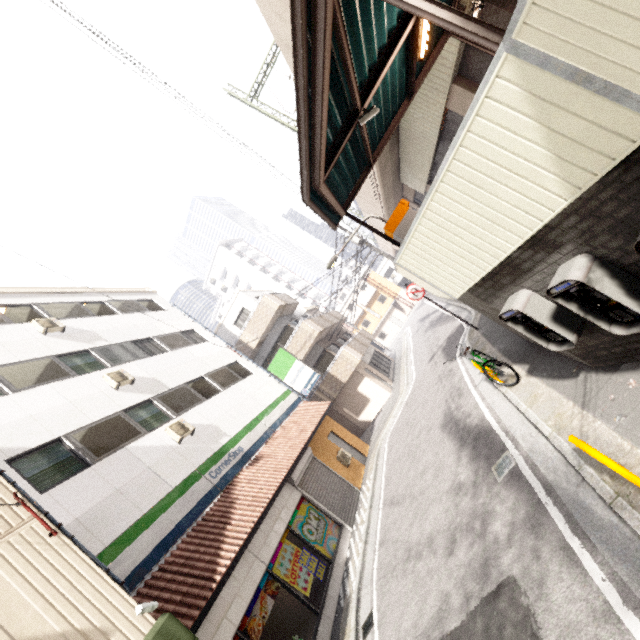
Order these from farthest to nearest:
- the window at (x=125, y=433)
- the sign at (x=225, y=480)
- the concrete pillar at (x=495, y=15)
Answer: the window at (x=125, y=433), the concrete pillar at (x=495, y=15), the sign at (x=225, y=480)

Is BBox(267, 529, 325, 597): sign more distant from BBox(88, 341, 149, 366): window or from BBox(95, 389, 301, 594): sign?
BBox(88, 341, 149, 366): window

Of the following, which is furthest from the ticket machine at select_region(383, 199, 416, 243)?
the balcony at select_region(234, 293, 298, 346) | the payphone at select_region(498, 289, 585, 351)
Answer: the balcony at select_region(234, 293, 298, 346)

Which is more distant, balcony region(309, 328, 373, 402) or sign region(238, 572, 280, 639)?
balcony region(309, 328, 373, 402)

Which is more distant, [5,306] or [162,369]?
[162,369]

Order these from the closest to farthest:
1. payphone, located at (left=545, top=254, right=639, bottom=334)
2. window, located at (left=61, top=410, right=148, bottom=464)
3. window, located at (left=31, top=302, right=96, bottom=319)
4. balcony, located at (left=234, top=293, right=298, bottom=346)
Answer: payphone, located at (left=545, top=254, right=639, bottom=334), window, located at (left=61, top=410, right=148, bottom=464), window, located at (left=31, top=302, right=96, bottom=319), balcony, located at (left=234, top=293, right=298, bottom=346)

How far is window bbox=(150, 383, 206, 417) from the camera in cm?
1102

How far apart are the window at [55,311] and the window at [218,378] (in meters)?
4.93
